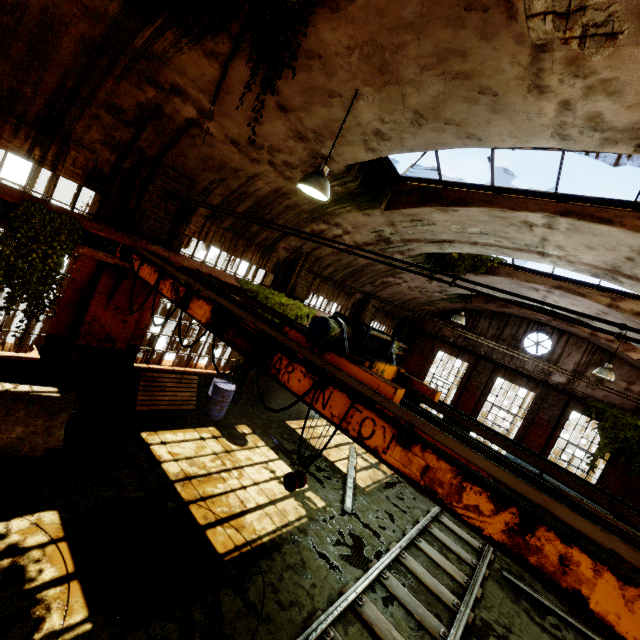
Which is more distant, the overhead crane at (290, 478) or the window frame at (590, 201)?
the window frame at (590, 201)

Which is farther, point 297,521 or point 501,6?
point 297,521

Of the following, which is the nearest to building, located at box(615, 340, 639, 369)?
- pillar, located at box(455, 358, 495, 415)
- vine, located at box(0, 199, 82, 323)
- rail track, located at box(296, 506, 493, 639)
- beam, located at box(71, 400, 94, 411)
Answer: beam, located at box(71, 400, 94, 411)

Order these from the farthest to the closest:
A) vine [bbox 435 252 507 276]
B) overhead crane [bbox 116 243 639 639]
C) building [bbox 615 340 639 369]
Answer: building [bbox 615 340 639 369], vine [bbox 435 252 507 276], overhead crane [bbox 116 243 639 639]

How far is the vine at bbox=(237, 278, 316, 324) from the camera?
8.8 meters

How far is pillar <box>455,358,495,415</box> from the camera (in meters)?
16.14

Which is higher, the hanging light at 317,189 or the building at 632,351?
the building at 632,351

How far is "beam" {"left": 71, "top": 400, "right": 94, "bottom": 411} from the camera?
6.9 meters
